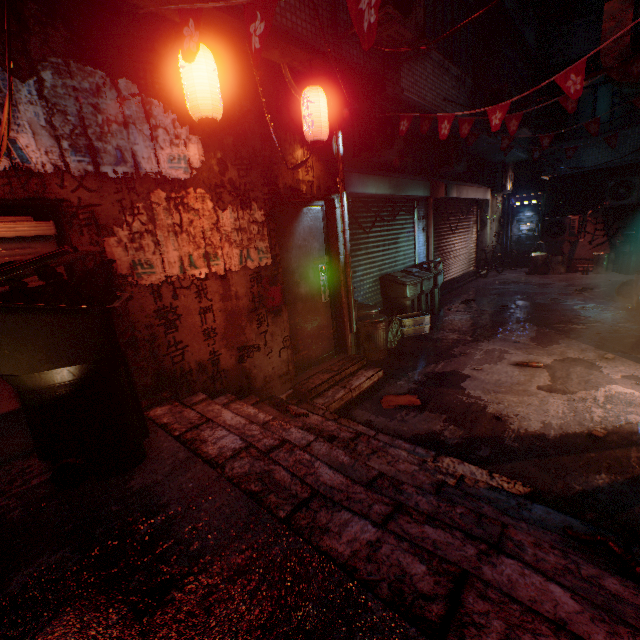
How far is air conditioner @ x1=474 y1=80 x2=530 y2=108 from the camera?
6.4 meters

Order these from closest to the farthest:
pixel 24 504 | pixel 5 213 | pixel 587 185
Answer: pixel 24 504 → pixel 5 213 → pixel 587 185

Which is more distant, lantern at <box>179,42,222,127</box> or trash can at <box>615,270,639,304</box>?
trash can at <box>615,270,639,304</box>

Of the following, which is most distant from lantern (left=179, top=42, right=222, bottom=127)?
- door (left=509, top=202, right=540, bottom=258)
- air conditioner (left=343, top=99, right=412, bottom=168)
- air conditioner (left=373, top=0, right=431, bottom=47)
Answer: door (left=509, top=202, right=540, bottom=258)

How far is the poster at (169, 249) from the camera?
2.4 meters

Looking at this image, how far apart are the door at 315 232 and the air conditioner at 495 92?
4.9m

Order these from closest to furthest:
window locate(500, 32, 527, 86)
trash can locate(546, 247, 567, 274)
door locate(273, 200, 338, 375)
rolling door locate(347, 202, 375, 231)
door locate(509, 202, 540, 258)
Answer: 1. door locate(273, 200, 338, 375)
2. rolling door locate(347, 202, 375, 231)
3. window locate(500, 32, 527, 86)
4. trash can locate(546, 247, 567, 274)
5. door locate(509, 202, 540, 258)

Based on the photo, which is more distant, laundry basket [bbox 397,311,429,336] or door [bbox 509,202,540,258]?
door [bbox 509,202,540,258]
